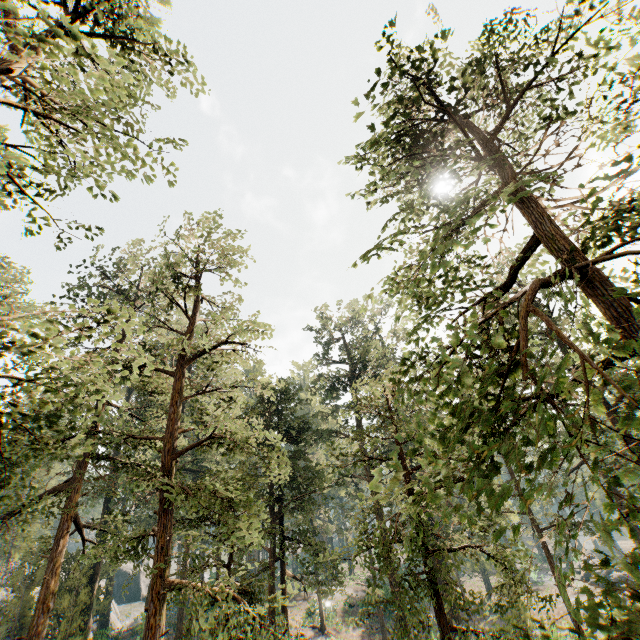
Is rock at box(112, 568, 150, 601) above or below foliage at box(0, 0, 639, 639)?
below

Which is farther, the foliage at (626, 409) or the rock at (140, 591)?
the rock at (140, 591)

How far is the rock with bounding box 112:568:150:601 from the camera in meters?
55.6 m

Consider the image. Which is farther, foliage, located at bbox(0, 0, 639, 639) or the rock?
the rock

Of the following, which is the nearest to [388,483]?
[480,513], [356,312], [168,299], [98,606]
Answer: [480,513]

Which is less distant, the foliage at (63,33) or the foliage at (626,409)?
the foliage at (626,409)

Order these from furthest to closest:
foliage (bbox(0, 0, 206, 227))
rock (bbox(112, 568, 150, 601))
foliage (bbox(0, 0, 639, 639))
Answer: rock (bbox(112, 568, 150, 601)), foliage (bbox(0, 0, 206, 227)), foliage (bbox(0, 0, 639, 639))
